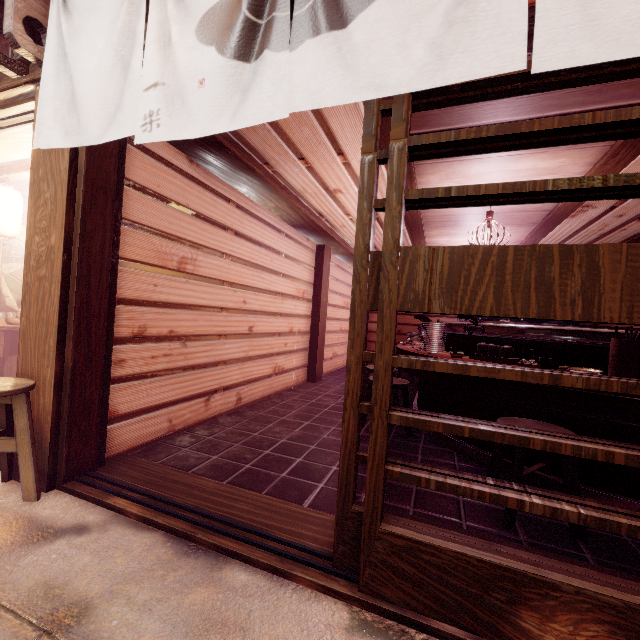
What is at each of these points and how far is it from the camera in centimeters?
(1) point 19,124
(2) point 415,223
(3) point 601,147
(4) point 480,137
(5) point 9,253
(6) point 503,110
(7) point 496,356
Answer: (1) door frame, 499cm
(2) wood bar, 882cm
(3) wood panel, 489cm
(4) door, 252cm
(5) building, 937cm
(6) wood panel, 423cm
(7) tableware, 582cm

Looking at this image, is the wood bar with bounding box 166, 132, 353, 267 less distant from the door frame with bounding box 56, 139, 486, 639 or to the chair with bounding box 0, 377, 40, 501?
the door frame with bounding box 56, 139, 486, 639

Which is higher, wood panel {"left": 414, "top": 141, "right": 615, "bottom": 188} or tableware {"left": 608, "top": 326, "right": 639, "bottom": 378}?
wood panel {"left": 414, "top": 141, "right": 615, "bottom": 188}

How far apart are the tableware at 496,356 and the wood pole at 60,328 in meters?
6.5

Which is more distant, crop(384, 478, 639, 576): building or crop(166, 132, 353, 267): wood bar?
crop(166, 132, 353, 267): wood bar

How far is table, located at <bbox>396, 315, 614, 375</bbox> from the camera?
5.0m

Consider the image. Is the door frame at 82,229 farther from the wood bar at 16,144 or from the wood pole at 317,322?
the wood pole at 317,322

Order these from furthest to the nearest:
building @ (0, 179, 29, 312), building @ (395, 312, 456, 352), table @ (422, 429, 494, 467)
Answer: building @ (395, 312, 456, 352) < building @ (0, 179, 29, 312) < table @ (422, 429, 494, 467)
